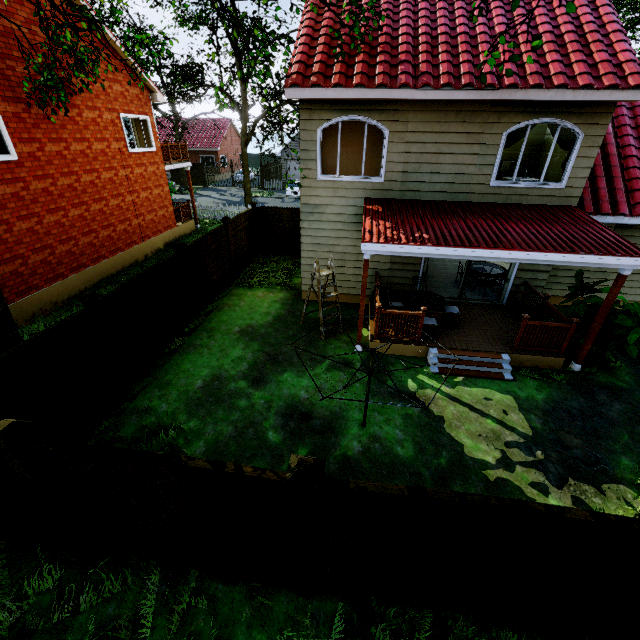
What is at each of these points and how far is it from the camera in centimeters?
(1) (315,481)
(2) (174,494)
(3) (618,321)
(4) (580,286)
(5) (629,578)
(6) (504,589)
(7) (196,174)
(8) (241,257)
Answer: (1) fence post, 289cm
(2) fence, 345cm
(3) plant, 733cm
(4) plant, 828cm
(5) fence post, 304cm
(6) fence, 353cm
(7) fence, 3619cm
(8) fence, 1373cm

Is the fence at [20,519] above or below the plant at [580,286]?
below

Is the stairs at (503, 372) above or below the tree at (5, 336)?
below

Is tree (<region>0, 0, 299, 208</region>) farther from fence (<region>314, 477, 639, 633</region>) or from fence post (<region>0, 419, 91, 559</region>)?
fence post (<region>0, 419, 91, 559</region>)

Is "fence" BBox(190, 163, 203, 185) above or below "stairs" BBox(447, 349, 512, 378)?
above

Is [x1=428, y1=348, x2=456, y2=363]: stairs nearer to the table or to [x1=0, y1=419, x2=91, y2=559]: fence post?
the table

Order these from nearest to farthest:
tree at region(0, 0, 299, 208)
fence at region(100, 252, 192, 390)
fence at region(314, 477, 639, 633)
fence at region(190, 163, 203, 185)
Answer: fence at region(314, 477, 639, 633) → fence at region(100, 252, 192, 390) → tree at region(0, 0, 299, 208) → fence at region(190, 163, 203, 185)

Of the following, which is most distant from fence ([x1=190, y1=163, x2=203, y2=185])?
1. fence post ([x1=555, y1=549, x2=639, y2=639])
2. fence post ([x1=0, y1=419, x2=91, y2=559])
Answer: fence post ([x1=555, y1=549, x2=639, y2=639])
